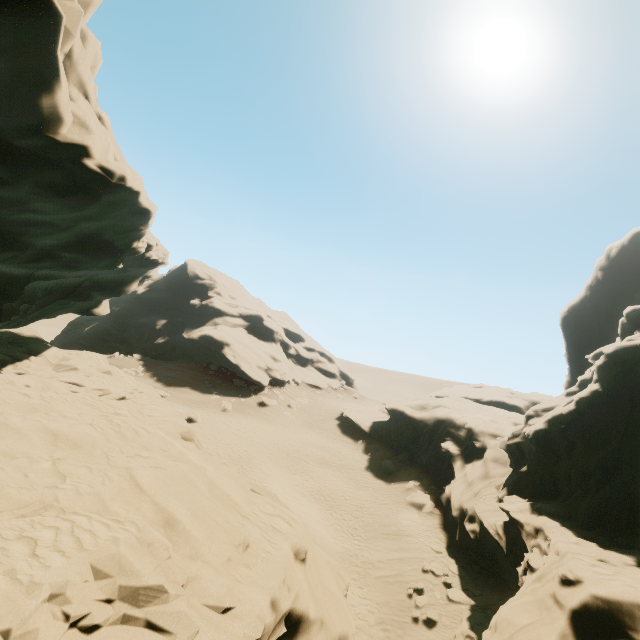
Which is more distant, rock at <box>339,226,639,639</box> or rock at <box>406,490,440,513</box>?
rock at <box>406,490,440,513</box>

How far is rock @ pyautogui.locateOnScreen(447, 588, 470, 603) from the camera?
15.92m

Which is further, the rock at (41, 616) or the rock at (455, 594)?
the rock at (455, 594)

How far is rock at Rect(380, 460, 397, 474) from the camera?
30.1m

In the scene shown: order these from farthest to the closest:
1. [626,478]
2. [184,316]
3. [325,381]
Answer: [325,381] → [184,316] → [626,478]

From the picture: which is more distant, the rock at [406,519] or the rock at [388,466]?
the rock at [388,466]

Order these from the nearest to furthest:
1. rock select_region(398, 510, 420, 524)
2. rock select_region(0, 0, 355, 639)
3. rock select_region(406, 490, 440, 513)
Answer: rock select_region(0, 0, 355, 639)
rock select_region(398, 510, 420, 524)
rock select_region(406, 490, 440, 513)
